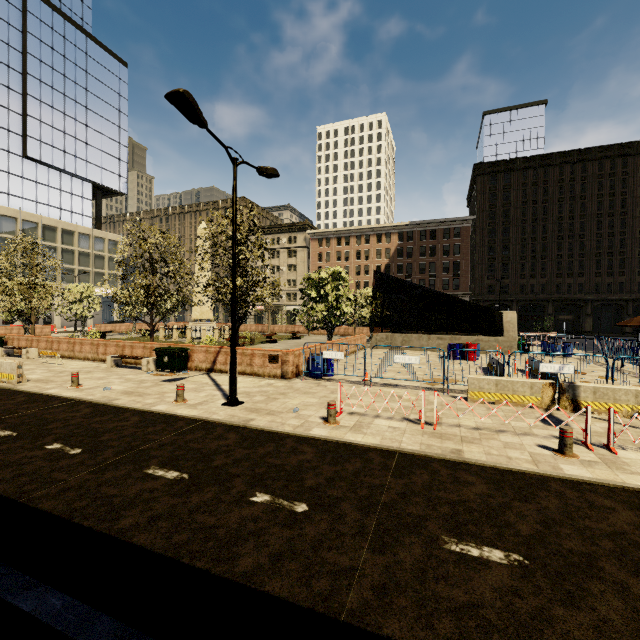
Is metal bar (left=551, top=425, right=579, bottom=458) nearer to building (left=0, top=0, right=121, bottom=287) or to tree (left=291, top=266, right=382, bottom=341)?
tree (left=291, top=266, right=382, bottom=341)

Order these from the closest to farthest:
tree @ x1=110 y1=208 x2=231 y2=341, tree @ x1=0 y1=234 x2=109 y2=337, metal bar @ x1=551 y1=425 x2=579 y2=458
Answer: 1. metal bar @ x1=551 y1=425 x2=579 y2=458
2. tree @ x1=110 y1=208 x2=231 y2=341
3. tree @ x1=0 y1=234 x2=109 y2=337

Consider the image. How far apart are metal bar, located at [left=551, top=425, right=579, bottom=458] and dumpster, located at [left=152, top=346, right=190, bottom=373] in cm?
1377

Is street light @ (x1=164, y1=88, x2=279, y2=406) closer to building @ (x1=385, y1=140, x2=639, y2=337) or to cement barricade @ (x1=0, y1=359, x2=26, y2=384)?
cement barricade @ (x1=0, y1=359, x2=26, y2=384)

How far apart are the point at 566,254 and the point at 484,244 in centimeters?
1190cm

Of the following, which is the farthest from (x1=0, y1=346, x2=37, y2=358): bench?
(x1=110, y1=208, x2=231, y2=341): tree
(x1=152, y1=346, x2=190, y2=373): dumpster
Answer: (x1=152, y1=346, x2=190, y2=373): dumpster

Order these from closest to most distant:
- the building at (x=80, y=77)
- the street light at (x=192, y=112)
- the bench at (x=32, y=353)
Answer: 1. the street light at (x=192, y=112)
2. the bench at (x=32, y=353)
3. the building at (x=80, y=77)

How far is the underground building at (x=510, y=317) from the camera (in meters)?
23.52
